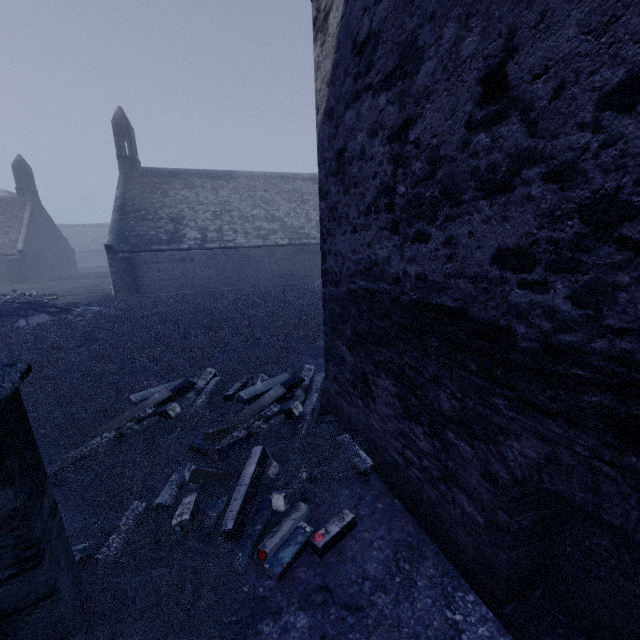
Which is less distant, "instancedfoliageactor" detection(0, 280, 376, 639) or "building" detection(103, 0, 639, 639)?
"building" detection(103, 0, 639, 639)

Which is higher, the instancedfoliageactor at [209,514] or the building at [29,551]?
the building at [29,551]

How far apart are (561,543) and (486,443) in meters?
0.9 m

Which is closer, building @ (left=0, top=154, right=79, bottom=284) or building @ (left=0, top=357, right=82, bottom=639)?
building @ (left=0, top=357, right=82, bottom=639)

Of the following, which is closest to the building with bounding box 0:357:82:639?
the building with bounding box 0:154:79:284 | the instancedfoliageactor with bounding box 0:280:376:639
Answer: the instancedfoliageactor with bounding box 0:280:376:639

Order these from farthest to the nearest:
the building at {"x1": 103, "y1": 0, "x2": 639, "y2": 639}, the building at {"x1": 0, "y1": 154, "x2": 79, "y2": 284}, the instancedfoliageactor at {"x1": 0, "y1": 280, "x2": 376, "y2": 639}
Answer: the building at {"x1": 0, "y1": 154, "x2": 79, "y2": 284}
the instancedfoliageactor at {"x1": 0, "y1": 280, "x2": 376, "y2": 639}
the building at {"x1": 103, "y1": 0, "x2": 639, "y2": 639}

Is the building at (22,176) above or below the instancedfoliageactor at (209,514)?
above
